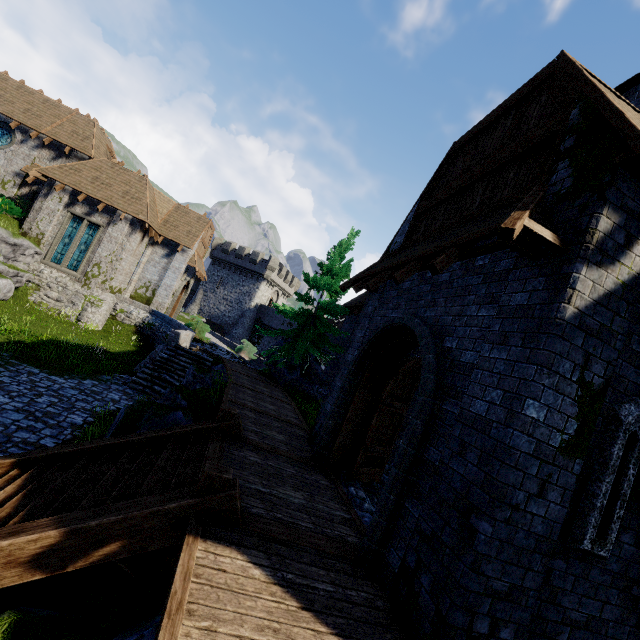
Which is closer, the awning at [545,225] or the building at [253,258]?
the awning at [545,225]

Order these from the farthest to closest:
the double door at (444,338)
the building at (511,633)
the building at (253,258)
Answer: the building at (253,258) → the double door at (444,338) → the building at (511,633)

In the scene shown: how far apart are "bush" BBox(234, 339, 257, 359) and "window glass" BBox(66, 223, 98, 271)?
12.4 meters

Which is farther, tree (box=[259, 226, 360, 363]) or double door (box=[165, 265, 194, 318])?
double door (box=[165, 265, 194, 318])

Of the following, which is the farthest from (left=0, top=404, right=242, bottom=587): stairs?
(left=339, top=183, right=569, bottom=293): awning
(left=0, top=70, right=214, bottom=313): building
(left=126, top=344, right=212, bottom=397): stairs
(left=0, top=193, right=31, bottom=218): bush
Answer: (left=0, top=193, right=31, bottom=218): bush

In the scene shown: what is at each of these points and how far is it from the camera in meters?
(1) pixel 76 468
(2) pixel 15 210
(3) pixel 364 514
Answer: (1) stairs, 5.9
(2) bush, 20.3
(3) stairs, 6.3

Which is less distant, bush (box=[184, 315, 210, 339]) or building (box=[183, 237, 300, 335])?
bush (box=[184, 315, 210, 339])

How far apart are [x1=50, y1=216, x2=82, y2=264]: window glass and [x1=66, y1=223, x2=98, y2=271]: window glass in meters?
0.2 m
